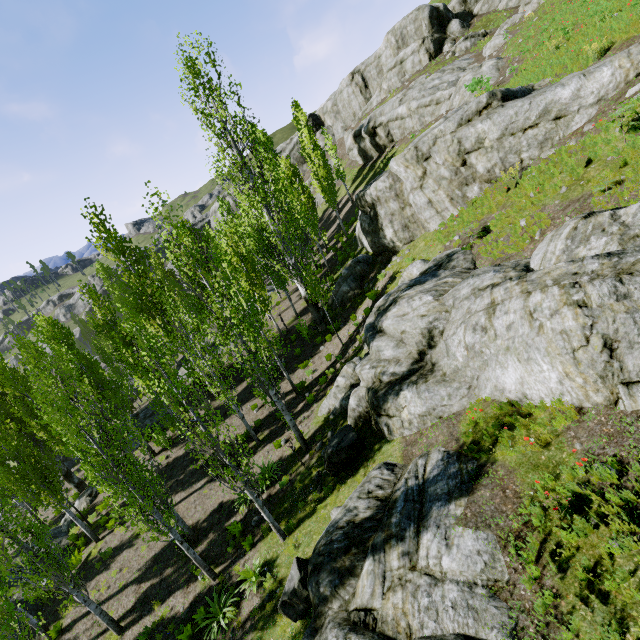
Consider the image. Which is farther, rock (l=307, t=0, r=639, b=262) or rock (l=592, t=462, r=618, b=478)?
rock (l=307, t=0, r=639, b=262)

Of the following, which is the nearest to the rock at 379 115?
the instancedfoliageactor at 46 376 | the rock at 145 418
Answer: the instancedfoliageactor at 46 376

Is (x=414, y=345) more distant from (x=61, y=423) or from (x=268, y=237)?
(x=268, y=237)

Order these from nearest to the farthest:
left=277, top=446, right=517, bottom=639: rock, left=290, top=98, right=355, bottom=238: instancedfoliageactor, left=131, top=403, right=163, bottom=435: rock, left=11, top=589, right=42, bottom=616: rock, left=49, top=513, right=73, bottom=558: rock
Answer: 1. left=277, top=446, right=517, bottom=639: rock
2. left=11, top=589, right=42, bottom=616: rock
3. left=49, top=513, right=73, bottom=558: rock
4. left=131, top=403, right=163, bottom=435: rock
5. left=290, top=98, right=355, bottom=238: instancedfoliageactor

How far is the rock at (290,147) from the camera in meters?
Result: 57.7

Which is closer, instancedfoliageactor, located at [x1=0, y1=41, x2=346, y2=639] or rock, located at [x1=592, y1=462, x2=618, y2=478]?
rock, located at [x1=592, y1=462, x2=618, y2=478]

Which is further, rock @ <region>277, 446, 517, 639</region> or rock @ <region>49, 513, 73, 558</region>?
rock @ <region>49, 513, 73, 558</region>

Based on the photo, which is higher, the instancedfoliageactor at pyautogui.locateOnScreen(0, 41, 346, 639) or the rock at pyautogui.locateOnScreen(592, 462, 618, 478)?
the instancedfoliageactor at pyautogui.locateOnScreen(0, 41, 346, 639)
